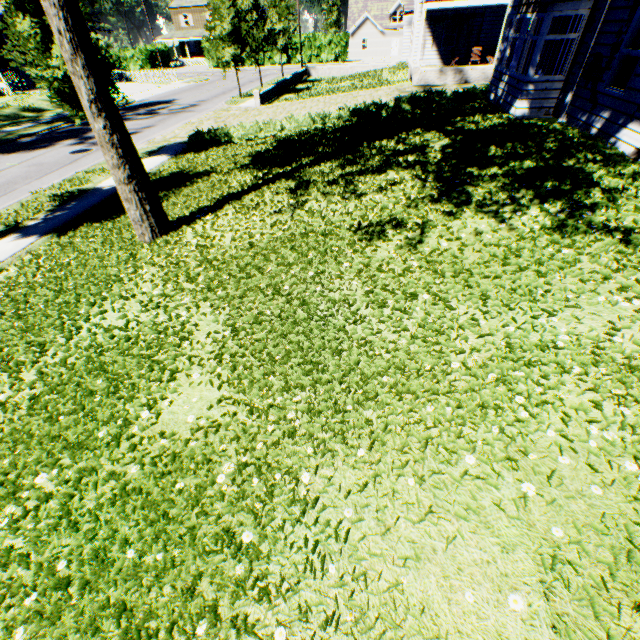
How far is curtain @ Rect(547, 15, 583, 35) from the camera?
9.41m

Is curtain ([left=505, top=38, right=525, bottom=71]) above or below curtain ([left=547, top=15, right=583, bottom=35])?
below

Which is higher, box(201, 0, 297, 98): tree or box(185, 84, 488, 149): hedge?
box(201, 0, 297, 98): tree

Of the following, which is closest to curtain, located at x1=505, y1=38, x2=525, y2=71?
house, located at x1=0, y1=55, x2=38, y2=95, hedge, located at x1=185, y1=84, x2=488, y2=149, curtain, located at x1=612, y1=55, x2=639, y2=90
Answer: hedge, located at x1=185, y1=84, x2=488, y2=149

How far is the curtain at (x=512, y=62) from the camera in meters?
12.0 m

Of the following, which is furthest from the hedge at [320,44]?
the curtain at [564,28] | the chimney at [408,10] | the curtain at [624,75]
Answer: the curtain at [624,75]

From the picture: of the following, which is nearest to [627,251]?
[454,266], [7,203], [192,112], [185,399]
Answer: [454,266]

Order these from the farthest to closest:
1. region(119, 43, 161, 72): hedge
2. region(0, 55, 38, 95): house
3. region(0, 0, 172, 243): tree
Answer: region(119, 43, 161, 72): hedge, region(0, 55, 38, 95): house, region(0, 0, 172, 243): tree
